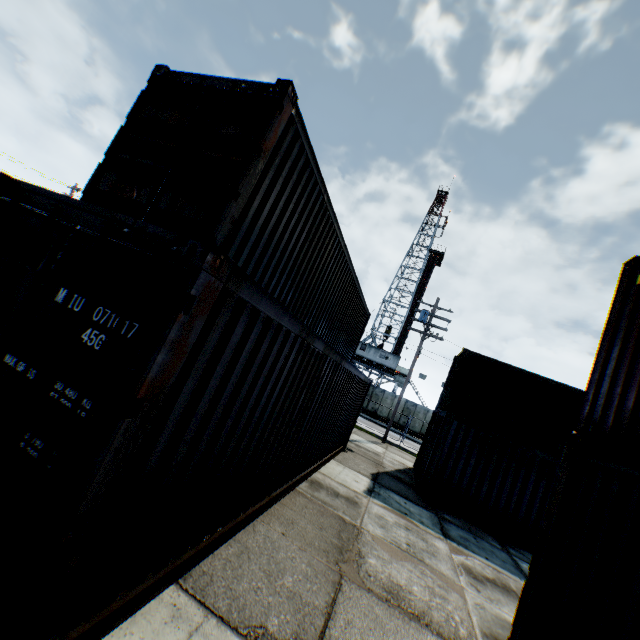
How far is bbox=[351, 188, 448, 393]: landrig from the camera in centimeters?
4091cm

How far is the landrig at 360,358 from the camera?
40.9 meters

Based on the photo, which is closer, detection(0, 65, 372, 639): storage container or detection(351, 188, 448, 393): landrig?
detection(0, 65, 372, 639): storage container

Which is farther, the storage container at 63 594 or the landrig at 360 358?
the landrig at 360 358

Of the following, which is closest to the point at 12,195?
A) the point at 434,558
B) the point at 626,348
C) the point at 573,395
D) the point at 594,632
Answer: the point at 594,632

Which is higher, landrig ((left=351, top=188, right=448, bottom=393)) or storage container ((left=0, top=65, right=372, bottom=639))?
landrig ((left=351, top=188, right=448, bottom=393))
